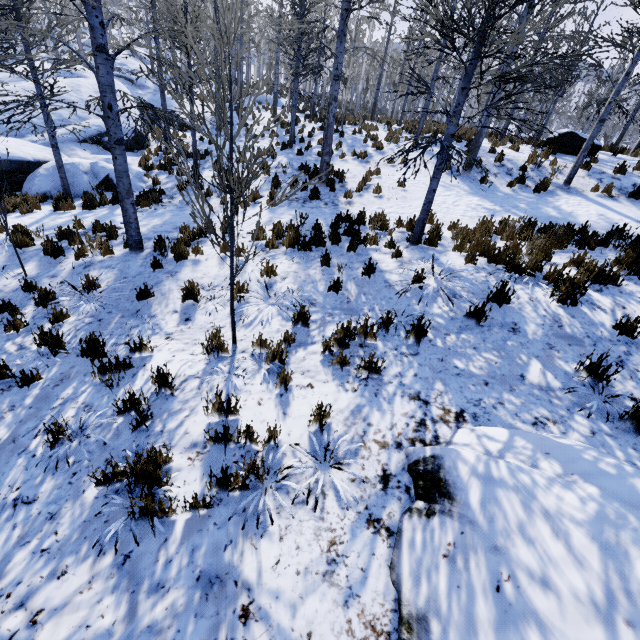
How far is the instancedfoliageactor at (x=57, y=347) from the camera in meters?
4.6

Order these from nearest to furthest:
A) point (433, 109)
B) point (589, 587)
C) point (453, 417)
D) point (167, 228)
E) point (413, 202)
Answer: point (589, 587) → point (453, 417) → point (167, 228) → point (413, 202) → point (433, 109)

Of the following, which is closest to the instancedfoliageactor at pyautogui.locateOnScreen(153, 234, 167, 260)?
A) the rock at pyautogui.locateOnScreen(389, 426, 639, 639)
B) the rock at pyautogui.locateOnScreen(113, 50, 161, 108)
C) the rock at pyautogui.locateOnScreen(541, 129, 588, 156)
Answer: the rock at pyautogui.locateOnScreen(113, 50, 161, 108)

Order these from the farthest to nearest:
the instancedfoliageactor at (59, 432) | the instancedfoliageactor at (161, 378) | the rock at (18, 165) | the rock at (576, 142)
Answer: the rock at (576, 142), the rock at (18, 165), the instancedfoliageactor at (161, 378), the instancedfoliageactor at (59, 432)

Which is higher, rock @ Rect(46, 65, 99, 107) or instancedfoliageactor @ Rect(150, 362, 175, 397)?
rock @ Rect(46, 65, 99, 107)

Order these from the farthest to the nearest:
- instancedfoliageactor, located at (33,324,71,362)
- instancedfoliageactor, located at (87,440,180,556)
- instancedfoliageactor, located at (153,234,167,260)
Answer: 1. instancedfoliageactor, located at (153,234,167,260)
2. instancedfoliageactor, located at (33,324,71,362)
3. instancedfoliageactor, located at (87,440,180,556)

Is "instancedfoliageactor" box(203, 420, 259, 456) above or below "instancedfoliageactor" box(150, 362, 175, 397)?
above
